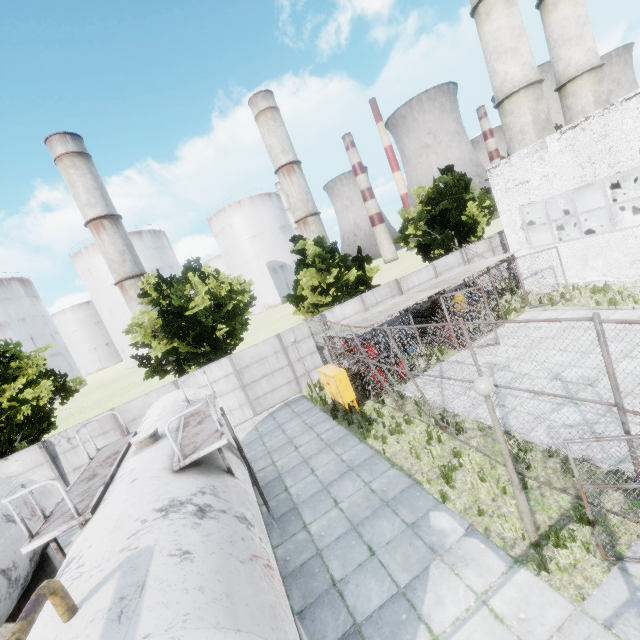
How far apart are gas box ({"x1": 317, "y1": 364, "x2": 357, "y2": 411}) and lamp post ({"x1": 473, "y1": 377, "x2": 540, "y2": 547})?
7.69m

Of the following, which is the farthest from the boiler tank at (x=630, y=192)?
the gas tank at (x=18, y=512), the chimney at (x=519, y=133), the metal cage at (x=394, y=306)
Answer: the gas tank at (x=18, y=512)

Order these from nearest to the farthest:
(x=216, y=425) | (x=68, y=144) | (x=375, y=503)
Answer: (x=216, y=425)
(x=375, y=503)
(x=68, y=144)

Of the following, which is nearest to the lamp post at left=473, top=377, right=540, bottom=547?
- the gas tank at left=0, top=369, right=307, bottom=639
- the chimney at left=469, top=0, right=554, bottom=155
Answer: the gas tank at left=0, top=369, right=307, bottom=639

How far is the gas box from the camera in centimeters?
1302cm

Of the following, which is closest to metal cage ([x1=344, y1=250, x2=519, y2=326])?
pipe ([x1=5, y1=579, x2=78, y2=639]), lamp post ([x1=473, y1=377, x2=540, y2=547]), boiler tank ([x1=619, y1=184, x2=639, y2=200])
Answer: boiler tank ([x1=619, y1=184, x2=639, y2=200])

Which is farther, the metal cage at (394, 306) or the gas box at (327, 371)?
the metal cage at (394, 306)

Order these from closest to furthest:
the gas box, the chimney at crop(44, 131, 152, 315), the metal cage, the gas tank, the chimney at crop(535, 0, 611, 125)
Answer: the gas tank
the gas box
the metal cage
the chimney at crop(535, 0, 611, 125)
the chimney at crop(44, 131, 152, 315)
